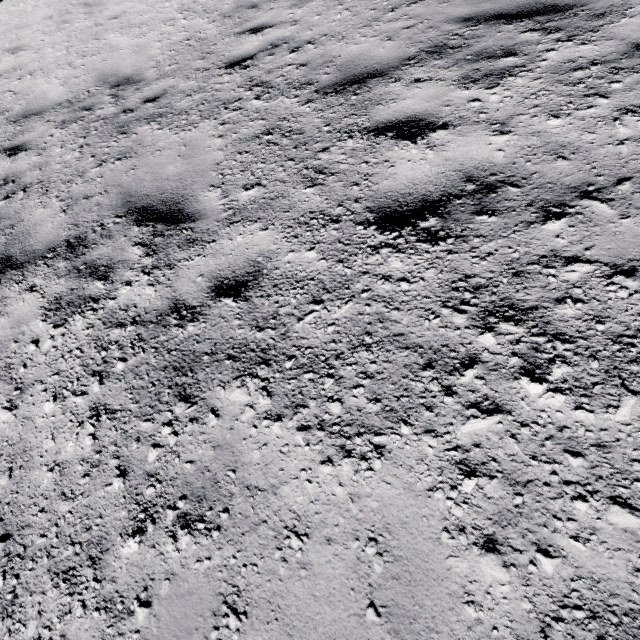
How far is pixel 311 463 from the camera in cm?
157
